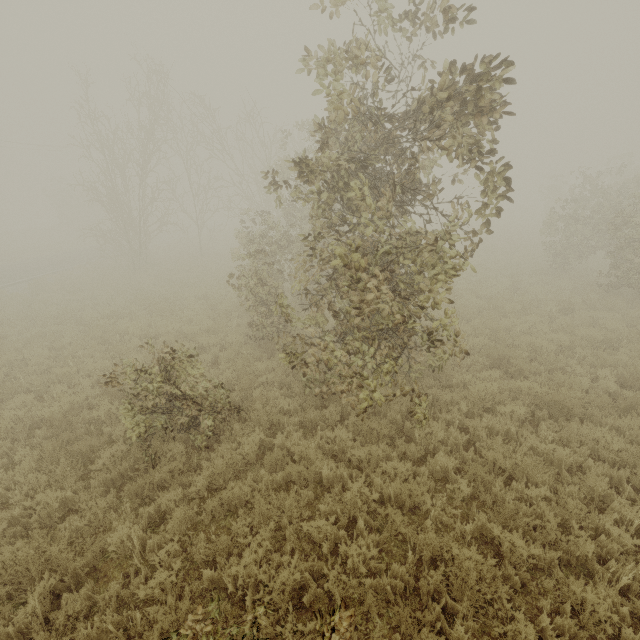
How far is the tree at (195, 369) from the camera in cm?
580

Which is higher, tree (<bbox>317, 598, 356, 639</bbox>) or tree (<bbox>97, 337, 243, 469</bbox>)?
tree (<bbox>317, 598, 356, 639</bbox>)

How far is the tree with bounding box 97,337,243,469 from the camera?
5.80m

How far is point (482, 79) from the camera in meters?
3.6

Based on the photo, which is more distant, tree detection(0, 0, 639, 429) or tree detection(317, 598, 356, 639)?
tree detection(0, 0, 639, 429)

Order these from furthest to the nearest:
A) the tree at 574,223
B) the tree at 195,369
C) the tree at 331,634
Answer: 1. the tree at 195,369
2. the tree at 574,223
3. the tree at 331,634
